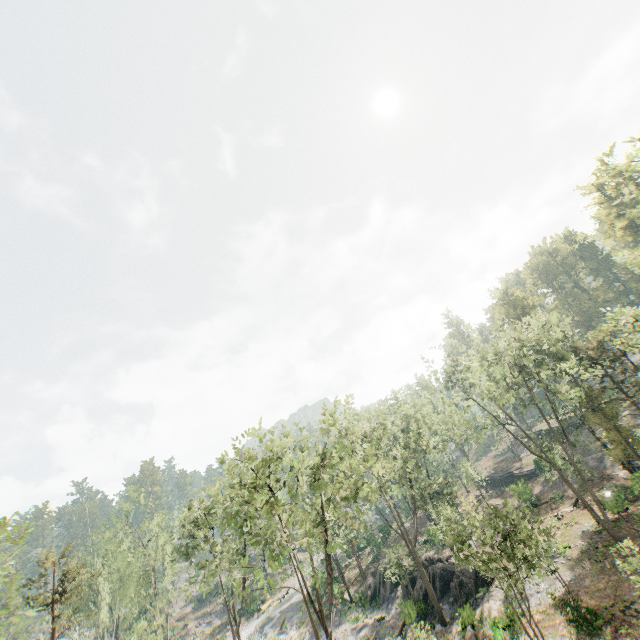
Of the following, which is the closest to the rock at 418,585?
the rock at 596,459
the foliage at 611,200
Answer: the foliage at 611,200

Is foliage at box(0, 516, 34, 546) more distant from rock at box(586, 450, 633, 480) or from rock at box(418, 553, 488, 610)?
rock at box(418, 553, 488, 610)

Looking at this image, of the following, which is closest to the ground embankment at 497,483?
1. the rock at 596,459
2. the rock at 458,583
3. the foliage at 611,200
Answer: the foliage at 611,200

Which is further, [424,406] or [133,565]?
[133,565]

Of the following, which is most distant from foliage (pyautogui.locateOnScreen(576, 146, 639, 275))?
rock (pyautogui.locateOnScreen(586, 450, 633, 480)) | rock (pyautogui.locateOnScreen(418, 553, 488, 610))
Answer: rock (pyautogui.locateOnScreen(418, 553, 488, 610))

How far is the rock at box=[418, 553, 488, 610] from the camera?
28.0 meters

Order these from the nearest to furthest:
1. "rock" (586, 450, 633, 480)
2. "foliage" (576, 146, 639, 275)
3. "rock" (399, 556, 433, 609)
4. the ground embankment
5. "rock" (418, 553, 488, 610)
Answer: "foliage" (576, 146, 639, 275)
"rock" (418, 553, 488, 610)
"rock" (399, 556, 433, 609)
"rock" (586, 450, 633, 480)
the ground embankment
